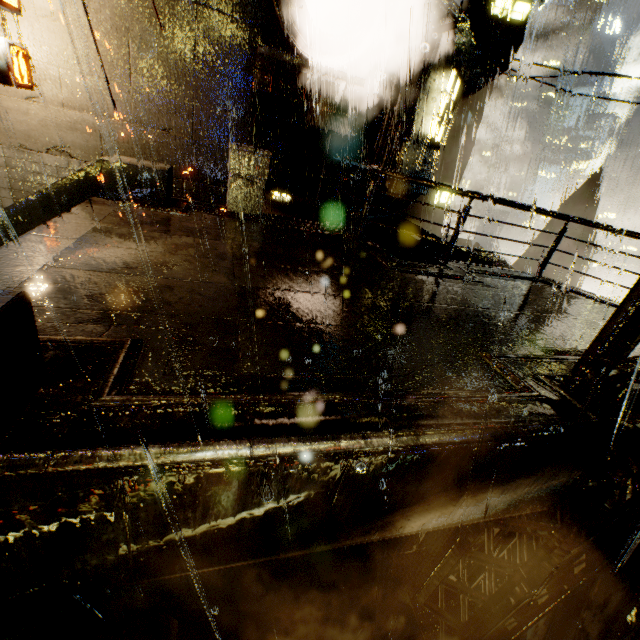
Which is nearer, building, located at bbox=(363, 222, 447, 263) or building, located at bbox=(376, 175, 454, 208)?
building, located at bbox=(363, 222, 447, 263)

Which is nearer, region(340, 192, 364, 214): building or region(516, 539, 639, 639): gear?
region(516, 539, 639, 639): gear

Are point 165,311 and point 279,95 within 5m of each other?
no

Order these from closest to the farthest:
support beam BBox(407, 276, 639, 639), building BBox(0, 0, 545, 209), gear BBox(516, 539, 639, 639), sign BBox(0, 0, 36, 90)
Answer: support beam BBox(407, 276, 639, 639) → gear BBox(516, 539, 639, 639) → sign BBox(0, 0, 36, 90) → building BBox(0, 0, 545, 209)

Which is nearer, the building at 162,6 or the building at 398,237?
the building at 162,6

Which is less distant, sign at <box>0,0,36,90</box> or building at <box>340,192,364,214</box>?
sign at <box>0,0,36,90</box>

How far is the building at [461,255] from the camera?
9.49m
